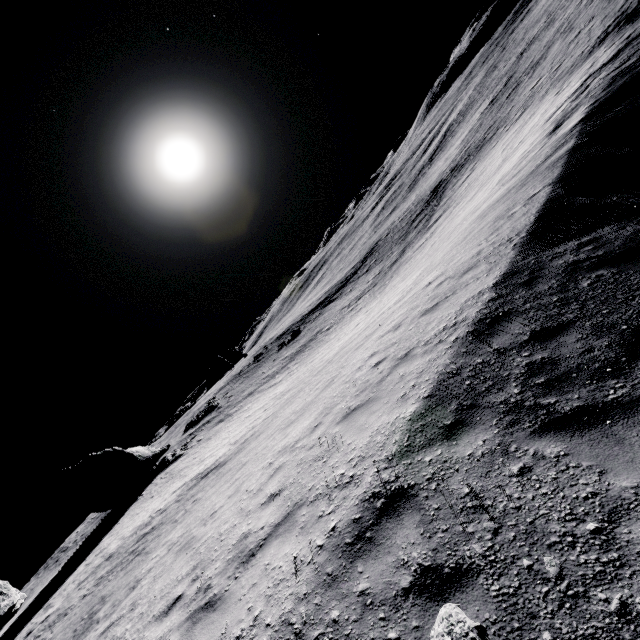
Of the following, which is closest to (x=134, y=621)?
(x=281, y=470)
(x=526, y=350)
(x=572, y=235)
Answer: (x=281, y=470)

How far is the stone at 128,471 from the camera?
27.3 meters

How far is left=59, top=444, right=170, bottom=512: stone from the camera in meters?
27.3

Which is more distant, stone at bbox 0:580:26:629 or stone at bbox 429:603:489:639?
stone at bbox 0:580:26:629

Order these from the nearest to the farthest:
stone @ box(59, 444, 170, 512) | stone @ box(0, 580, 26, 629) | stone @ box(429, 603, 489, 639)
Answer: stone @ box(429, 603, 489, 639), stone @ box(0, 580, 26, 629), stone @ box(59, 444, 170, 512)

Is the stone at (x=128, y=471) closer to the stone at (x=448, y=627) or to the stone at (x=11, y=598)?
the stone at (x=11, y=598)

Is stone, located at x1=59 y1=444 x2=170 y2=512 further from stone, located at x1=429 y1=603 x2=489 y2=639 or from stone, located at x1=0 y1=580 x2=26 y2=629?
stone, located at x1=429 y1=603 x2=489 y2=639
